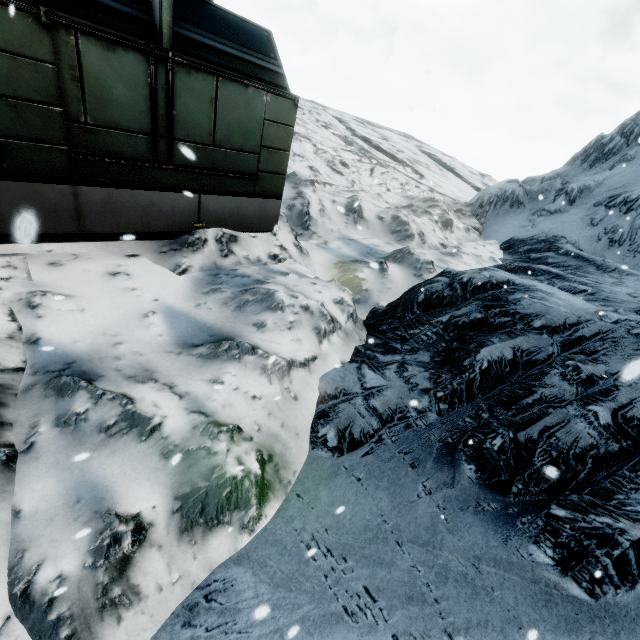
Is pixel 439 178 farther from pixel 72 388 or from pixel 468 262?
pixel 72 388
